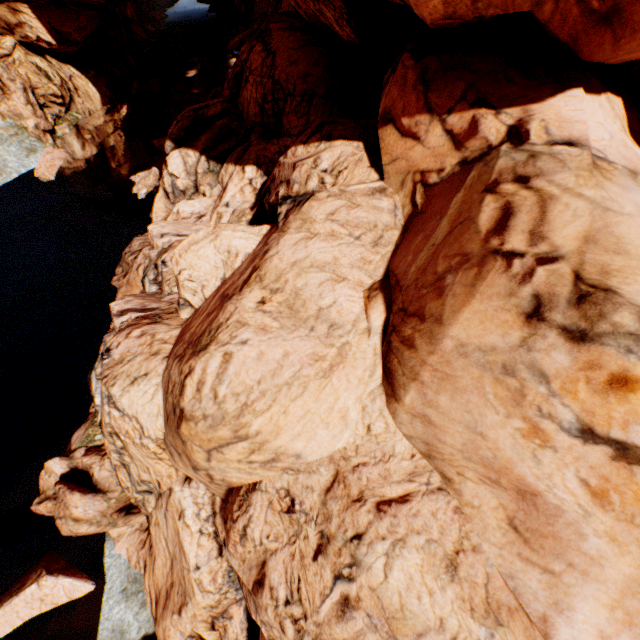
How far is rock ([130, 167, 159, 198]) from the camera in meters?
21.6

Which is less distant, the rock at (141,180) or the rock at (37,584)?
the rock at (37,584)

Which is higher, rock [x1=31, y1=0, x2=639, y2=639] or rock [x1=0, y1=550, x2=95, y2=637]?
rock [x1=31, y1=0, x2=639, y2=639]

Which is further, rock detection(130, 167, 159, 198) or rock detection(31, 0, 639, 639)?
rock detection(130, 167, 159, 198)

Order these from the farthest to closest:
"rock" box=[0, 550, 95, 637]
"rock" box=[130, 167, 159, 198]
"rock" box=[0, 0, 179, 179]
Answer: "rock" box=[0, 0, 179, 179], "rock" box=[130, 167, 159, 198], "rock" box=[0, 550, 95, 637]

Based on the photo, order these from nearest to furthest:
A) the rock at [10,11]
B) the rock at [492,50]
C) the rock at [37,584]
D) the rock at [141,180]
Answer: the rock at [492,50] → the rock at [37,584] → the rock at [141,180] → the rock at [10,11]

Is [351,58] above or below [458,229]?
below
